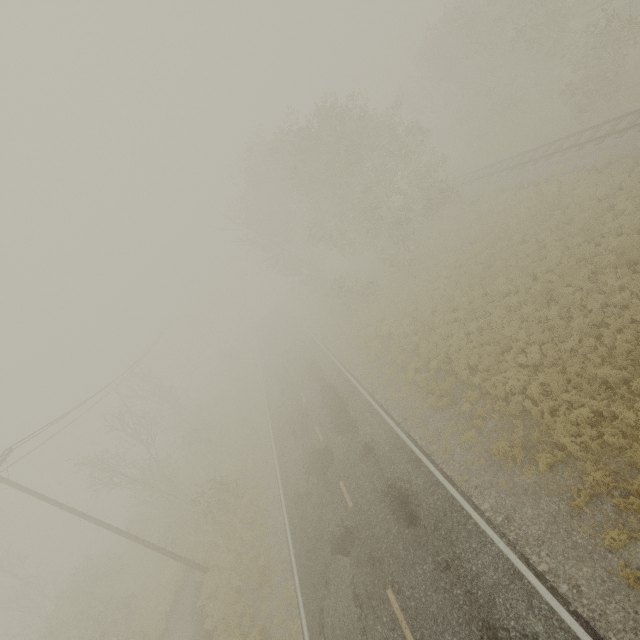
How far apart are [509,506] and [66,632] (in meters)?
28.84
